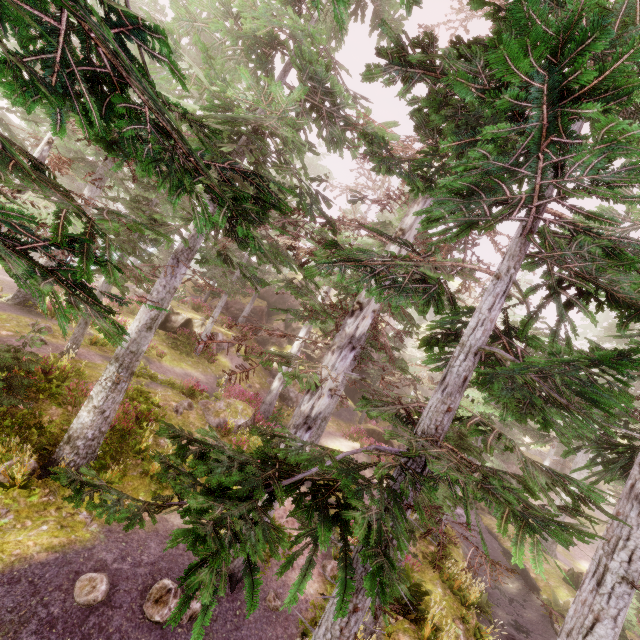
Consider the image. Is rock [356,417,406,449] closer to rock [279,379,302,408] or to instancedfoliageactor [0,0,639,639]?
instancedfoliageactor [0,0,639,639]

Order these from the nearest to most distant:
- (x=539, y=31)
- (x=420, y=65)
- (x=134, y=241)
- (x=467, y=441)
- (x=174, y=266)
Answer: (x=539, y=31)
(x=420, y=65)
(x=174, y=266)
(x=467, y=441)
(x=134, y=241)

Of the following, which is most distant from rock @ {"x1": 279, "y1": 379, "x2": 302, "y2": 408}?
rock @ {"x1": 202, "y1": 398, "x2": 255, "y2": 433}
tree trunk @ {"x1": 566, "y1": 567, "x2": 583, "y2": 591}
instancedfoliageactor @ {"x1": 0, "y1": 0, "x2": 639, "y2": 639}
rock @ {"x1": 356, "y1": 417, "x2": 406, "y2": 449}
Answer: tree trunk @ {"x1": 566, "y1": 567, "x2": 583, "y2": 591}

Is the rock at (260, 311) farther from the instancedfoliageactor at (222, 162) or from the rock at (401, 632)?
the rock at (401, 632)

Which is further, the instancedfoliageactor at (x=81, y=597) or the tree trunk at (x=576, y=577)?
the tree trunk at (x=576, y=577)

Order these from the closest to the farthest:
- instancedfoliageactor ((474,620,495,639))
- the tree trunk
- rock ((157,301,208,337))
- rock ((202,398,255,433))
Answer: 1. instancedfoliageactor ((474,620,495,639))
2. rock ((202,398,255,433))
3. the tree trunk
4. rock ((157,301,208,337))

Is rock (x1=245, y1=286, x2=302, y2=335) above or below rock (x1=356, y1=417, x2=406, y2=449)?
above

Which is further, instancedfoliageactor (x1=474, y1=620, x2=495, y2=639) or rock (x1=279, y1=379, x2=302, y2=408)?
rock (x1=279, y1=379, x2=302, y2=408)
